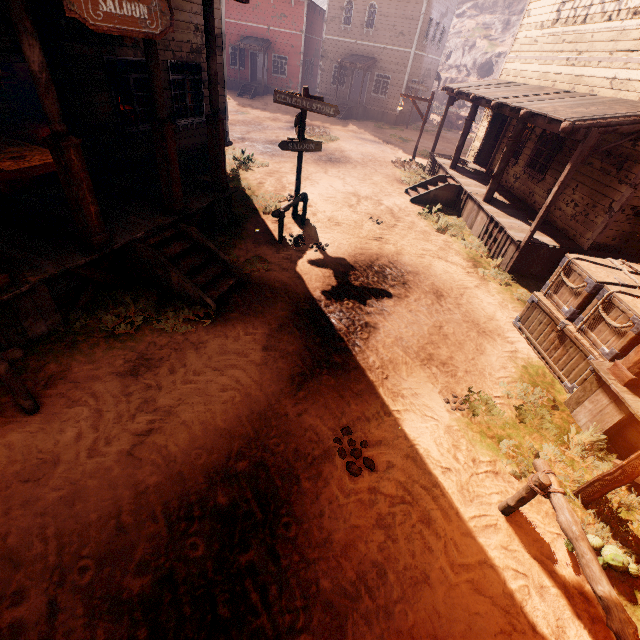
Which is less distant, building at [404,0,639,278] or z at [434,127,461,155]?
building at [404,0,639,278]

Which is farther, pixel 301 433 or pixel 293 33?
pixel 293 33

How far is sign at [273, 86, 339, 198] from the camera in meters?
8.0 m

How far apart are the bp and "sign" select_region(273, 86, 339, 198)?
9.9m

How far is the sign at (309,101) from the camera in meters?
8.0

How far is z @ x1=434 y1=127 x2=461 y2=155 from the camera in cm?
2238

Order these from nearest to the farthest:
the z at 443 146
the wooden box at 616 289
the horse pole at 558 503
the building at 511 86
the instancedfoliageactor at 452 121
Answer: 1. the horse pole at 558 503
2. the wooden box at 616 289
3. the building at 511 86
4. the z at 443 146
5. the instancedfoliageactor at 452 121

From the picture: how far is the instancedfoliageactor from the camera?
31.00m
